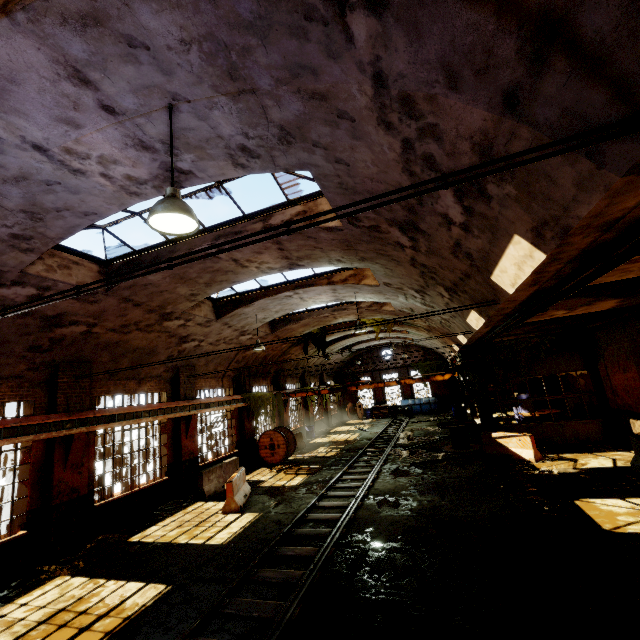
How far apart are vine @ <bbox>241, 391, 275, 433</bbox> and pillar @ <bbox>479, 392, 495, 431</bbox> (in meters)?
11.61

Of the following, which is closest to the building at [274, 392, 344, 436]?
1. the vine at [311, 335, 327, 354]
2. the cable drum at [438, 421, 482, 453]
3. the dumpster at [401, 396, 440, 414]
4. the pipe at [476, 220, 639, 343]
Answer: the vine at [311, 335, 327, 354]

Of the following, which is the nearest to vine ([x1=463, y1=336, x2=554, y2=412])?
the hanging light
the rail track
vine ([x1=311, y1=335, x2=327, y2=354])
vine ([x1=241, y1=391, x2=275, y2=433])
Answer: the rail track

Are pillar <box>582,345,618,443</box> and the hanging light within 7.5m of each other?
no

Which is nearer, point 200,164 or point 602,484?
point 200,164

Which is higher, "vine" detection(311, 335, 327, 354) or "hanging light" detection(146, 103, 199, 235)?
"vine" detection(311, 335, 327, 354)

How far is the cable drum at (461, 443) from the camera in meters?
15.4 m

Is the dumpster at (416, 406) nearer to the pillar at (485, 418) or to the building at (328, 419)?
the building at (328, 419)
